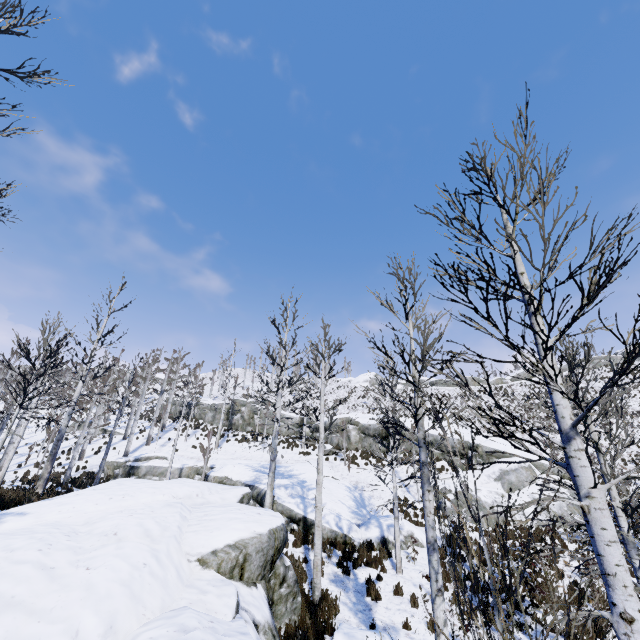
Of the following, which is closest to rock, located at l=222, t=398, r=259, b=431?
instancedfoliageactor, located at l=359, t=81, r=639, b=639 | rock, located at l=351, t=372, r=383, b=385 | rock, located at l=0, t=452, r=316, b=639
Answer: rock, located at l=0, t=452, r=316, b=639

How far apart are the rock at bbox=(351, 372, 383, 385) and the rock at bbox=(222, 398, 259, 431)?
24.54m

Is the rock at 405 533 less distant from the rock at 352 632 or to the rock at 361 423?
the rock at 361 423

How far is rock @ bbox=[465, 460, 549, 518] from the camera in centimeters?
1769cm

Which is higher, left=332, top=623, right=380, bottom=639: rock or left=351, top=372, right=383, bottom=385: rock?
left=351, top=372, right=383, bottom=385: rock

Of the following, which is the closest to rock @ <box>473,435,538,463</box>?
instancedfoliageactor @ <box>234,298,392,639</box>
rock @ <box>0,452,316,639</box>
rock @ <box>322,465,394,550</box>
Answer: rock @ <box>322,465,394,550</box>

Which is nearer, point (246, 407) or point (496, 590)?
point (496, 590)
